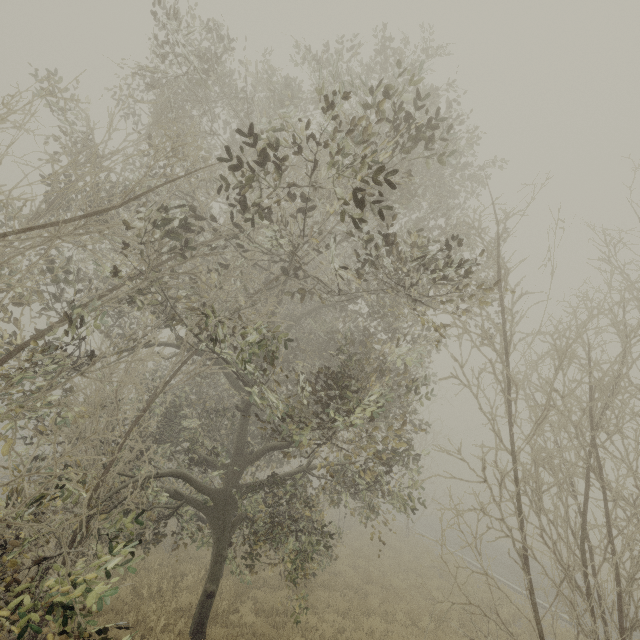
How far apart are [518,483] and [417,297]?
5.4m
